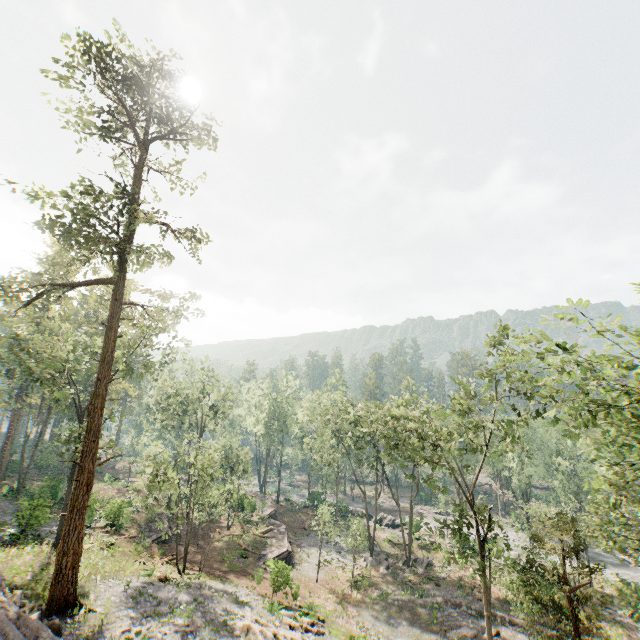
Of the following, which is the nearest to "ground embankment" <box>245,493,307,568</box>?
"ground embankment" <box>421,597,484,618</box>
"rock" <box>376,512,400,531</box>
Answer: "rock" <box>376,512,400,531</box>

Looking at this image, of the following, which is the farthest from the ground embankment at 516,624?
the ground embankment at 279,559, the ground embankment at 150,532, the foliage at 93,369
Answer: the ground embankment at 150,532

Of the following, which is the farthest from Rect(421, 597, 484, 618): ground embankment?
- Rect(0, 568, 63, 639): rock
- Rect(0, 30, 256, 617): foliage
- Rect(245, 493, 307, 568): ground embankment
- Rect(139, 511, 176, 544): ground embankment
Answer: Rect(0, 568, 63, 639): rock

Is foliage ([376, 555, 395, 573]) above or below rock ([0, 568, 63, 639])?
below

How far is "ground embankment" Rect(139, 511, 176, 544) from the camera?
30.2m

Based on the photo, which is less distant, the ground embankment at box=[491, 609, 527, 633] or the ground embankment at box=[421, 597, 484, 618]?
the ground embankment at box=[491, 609, 527, 633]

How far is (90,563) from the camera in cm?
2062

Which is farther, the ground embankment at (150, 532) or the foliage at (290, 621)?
the ground embankment at (150, 532)
